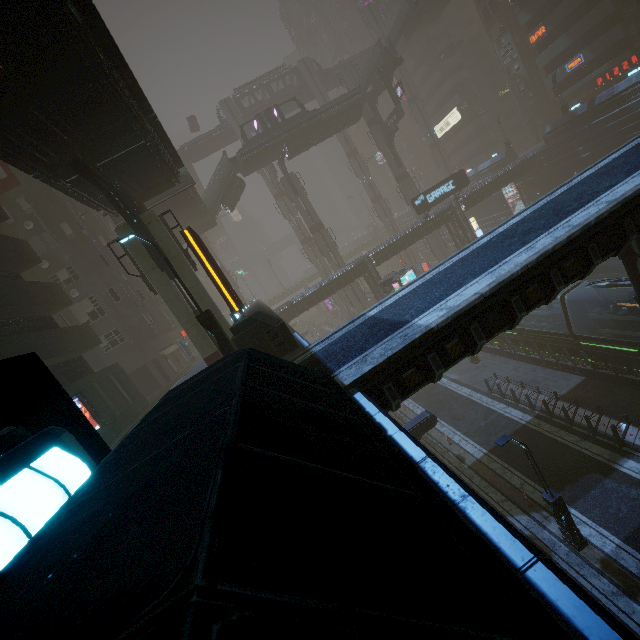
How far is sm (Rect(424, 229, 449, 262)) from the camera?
50.5 meters

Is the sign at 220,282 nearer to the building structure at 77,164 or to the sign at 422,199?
the building structure at 77,164

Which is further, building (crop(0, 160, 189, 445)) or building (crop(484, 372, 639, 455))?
building (crop(0, 160, 189, 445))

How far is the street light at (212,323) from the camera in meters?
12.1 m

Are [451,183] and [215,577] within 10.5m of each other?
no

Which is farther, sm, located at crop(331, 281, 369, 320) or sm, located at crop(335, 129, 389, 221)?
sm, located at crop(335, 129, 389, 221)

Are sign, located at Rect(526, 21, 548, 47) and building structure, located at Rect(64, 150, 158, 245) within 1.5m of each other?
no
